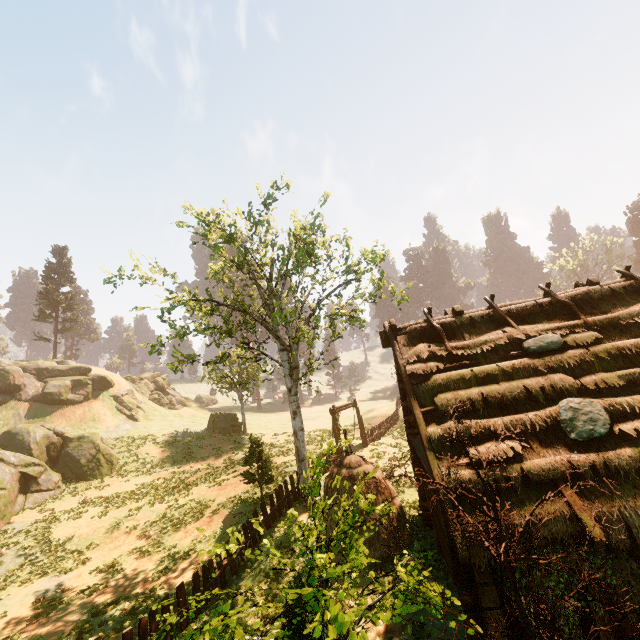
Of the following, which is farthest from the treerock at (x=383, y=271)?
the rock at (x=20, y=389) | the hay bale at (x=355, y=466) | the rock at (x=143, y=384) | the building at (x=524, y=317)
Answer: the rock at (x=143, y=384)

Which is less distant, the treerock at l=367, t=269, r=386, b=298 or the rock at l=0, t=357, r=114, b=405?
the treerock at l=367, t=269, r=386, b=298

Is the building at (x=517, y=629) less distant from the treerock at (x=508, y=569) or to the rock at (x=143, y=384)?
the treerock at (x=508, y=569)

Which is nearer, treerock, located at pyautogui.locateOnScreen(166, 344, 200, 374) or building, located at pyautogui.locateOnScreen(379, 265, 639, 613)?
building, located at pyautogui.locateOnScreen(379, 265, 639, 613)

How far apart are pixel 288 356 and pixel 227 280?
6.6m

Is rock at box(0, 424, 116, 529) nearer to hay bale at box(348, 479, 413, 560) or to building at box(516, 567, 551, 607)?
hay bale at box(348, 479, 413, 560)

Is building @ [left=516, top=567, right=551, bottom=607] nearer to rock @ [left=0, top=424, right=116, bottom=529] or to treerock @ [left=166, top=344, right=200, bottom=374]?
treerock @ [left=166, top=344, right=200, bottom=374]

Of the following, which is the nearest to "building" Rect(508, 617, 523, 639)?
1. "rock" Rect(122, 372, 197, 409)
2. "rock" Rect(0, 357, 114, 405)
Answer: "rock" Rect(0, 357, 114, 405)
